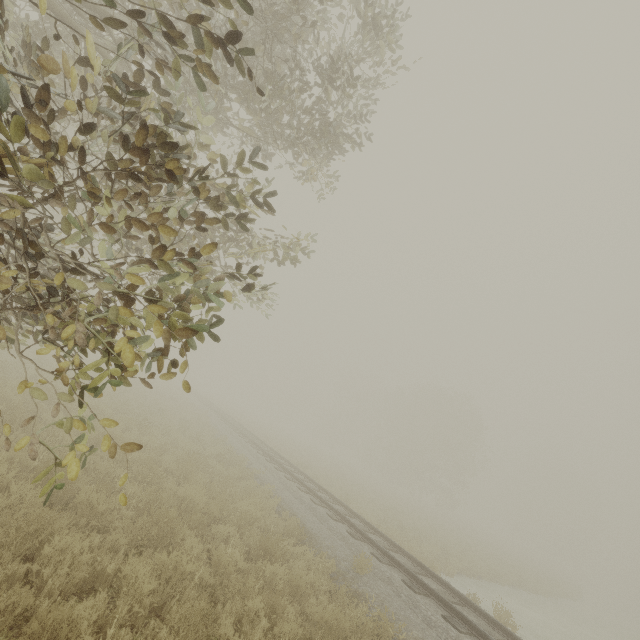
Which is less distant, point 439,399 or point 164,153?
point 164,153

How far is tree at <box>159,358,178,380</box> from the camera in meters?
2.8

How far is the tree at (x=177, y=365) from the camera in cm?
282
